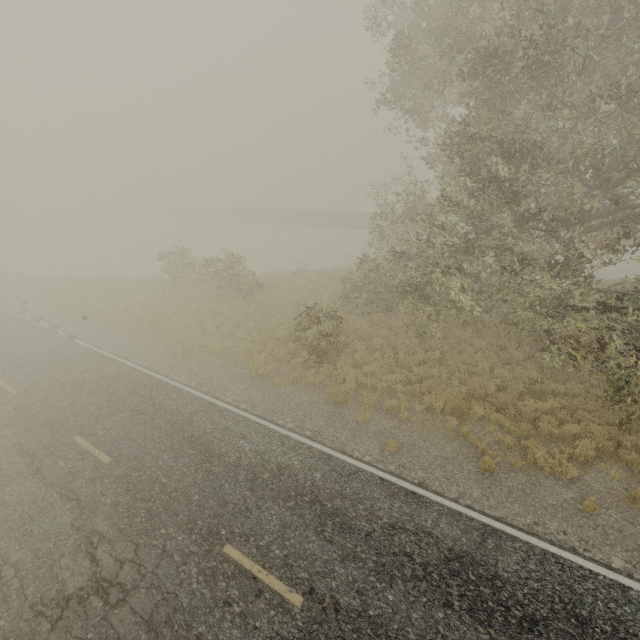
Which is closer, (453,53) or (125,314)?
(453,53)
